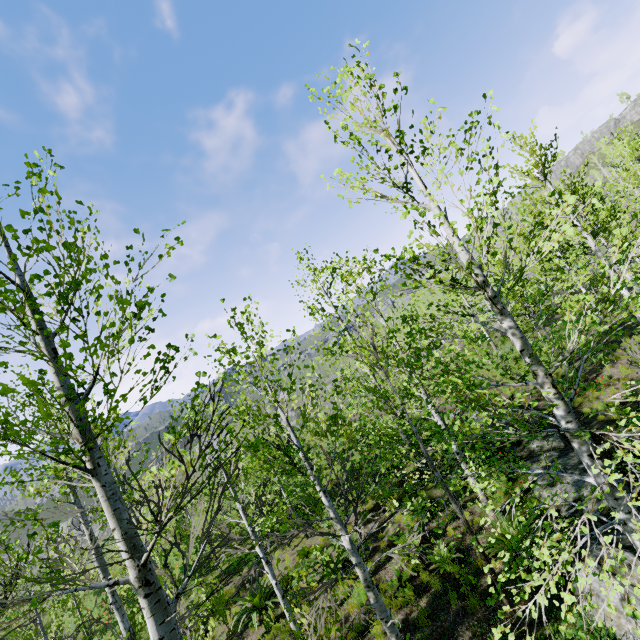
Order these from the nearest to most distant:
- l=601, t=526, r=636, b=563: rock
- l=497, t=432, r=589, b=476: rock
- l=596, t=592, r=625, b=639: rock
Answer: l=596, t=592, r=625, b=639: rock
l=601, t=526, r=636, b=563: rock
l=497, t=432, r=589, b=476: rock

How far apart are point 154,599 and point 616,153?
14.6m

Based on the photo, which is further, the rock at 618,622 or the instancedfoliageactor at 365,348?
the rock at 618,622

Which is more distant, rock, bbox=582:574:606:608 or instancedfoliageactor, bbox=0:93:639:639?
rock, bbox=582:574:606:608

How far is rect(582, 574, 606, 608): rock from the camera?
5.5m

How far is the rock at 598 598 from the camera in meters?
5.5 m
